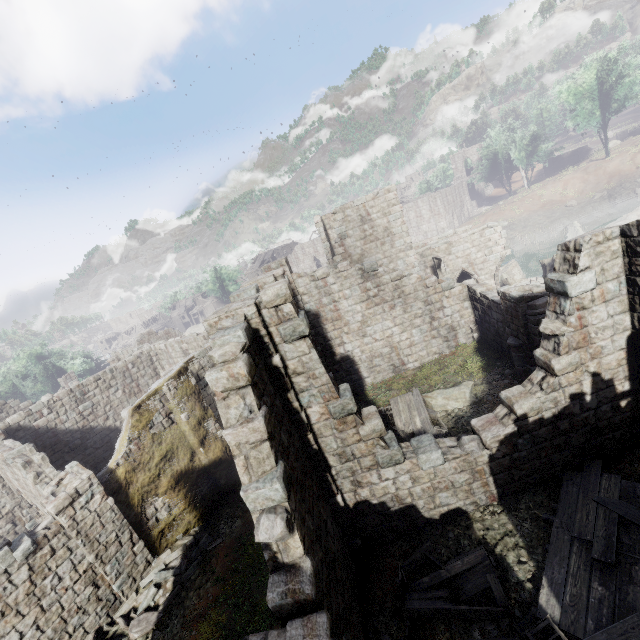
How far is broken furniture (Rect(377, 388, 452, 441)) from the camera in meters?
12.2

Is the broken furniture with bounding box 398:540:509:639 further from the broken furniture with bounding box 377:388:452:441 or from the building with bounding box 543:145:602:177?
the broken furniture with bounding box 377:388:452:441

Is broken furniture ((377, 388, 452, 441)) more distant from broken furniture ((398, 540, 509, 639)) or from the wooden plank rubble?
the wooden plank rubble

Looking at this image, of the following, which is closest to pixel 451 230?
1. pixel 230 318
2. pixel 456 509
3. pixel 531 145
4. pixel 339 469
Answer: pixel 456 509

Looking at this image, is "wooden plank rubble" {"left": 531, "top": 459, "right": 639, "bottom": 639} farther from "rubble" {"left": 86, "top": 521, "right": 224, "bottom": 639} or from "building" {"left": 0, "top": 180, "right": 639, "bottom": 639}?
"rubble" {"left": 86, "top": 521, "right": 224, "bottom": 639}

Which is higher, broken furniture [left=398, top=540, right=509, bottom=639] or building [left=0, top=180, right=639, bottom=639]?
building [left=0, top=180, right=639, bottom=639]

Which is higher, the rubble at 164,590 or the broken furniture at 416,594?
the broken furniture at 416,594

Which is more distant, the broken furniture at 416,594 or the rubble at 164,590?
the rubble at 164,590
